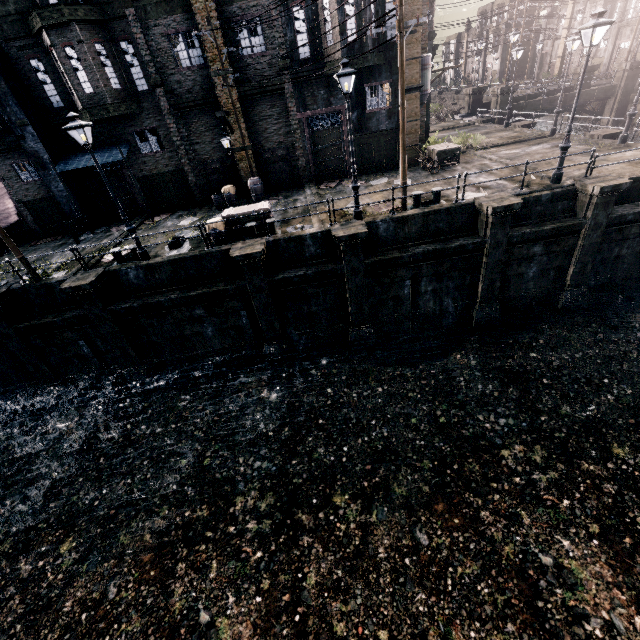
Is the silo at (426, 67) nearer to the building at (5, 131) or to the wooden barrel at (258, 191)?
the wooden barrel at (258, 191)

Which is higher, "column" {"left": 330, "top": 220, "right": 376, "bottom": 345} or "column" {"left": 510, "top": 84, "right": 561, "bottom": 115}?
"column" {"left": 510, "top": 84, "right": 561, "bottom": 115}

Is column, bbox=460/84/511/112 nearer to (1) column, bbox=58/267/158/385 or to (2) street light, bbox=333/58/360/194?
(2) street light, bbox=333/58/360/194

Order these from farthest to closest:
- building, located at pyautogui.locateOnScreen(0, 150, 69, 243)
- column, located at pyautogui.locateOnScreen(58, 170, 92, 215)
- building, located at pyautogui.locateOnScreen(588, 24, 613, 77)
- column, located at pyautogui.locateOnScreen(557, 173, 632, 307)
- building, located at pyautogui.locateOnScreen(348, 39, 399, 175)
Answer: building, located at pyautogui.locateOnScreen(588, 24, 613, 77)
column, located at pyautogui.locateOnScreen(58, 170, 92, 215)
building, located at pyautogui.locateOnScreen(0, 150, 69, 243)
building, located at pyautogui.locateOnScreen(348, 39, 399, 175)
column, located at pyautogui.locateOnScreen(557, 173, 632, 307)

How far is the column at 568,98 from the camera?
33.25m

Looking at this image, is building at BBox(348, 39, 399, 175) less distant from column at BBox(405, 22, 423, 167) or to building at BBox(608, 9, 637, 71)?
column at BBox(405, 22, 423, 167)

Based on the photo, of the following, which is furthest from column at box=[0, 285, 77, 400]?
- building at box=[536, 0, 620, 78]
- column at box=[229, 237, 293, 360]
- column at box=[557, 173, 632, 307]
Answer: building at box=[536, 0, 620, 78]

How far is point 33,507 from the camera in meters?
13.0
